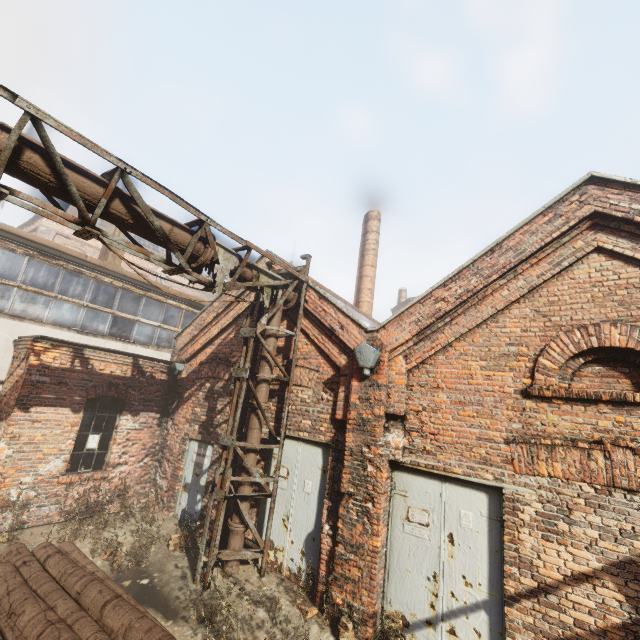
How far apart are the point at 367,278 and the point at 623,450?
11.5m

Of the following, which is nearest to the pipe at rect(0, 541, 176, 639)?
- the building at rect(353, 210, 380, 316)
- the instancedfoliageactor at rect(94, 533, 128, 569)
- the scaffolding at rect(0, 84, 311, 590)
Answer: the instancedfoliageactor at rect(94, 533, 128, 569)

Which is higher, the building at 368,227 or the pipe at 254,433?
the building at 368,227

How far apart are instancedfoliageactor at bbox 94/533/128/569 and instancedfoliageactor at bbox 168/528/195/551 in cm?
86

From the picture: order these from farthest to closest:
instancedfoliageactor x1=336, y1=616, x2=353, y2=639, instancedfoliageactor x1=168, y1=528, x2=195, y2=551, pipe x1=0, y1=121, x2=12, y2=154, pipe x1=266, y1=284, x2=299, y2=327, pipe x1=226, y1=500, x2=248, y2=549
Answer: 1. pipe x1=266, y1=284, x2=299, y2=327
2. instancedfoliageactor x1=168, y1=528, x2=195, y2=551
3. pipe x1=226, y1=500, x2=248, y2=549
4. instancedfoliageactor x1=336, y1=616, x2=353, y2=639
5. pipe x1=0, y1=121, x2=12, y2=154

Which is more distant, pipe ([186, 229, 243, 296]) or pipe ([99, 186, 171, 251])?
pipe ([186, 229, 243, 296])

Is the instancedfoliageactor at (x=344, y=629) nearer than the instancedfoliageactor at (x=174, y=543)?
Yes

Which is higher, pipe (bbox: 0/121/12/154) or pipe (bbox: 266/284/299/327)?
pipe (bbox: 0/121/12/154)
